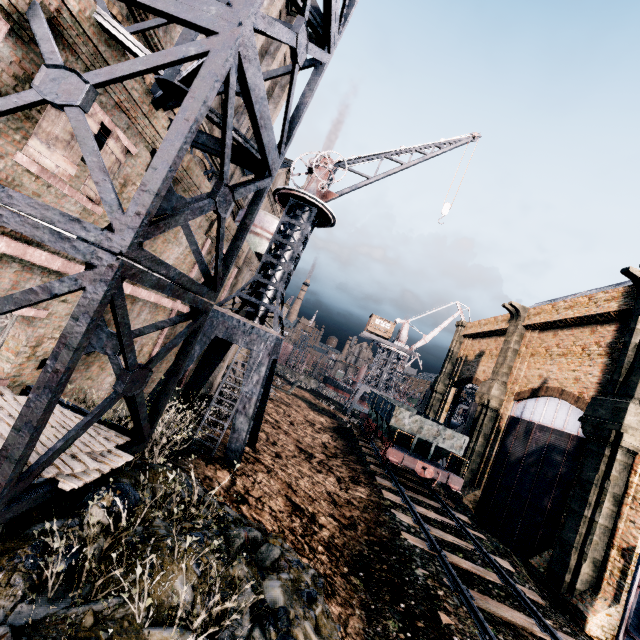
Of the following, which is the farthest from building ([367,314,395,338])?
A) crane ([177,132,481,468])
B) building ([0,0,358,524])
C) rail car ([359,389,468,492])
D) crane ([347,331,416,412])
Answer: crane ([177,132,481,468])

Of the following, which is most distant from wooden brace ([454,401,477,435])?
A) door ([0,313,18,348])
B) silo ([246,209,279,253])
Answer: door ([0,313,18,348])

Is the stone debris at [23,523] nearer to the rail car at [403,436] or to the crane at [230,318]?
the crane at [230,318]

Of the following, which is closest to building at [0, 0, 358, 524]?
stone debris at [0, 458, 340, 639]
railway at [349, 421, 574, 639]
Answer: stone debris at [0, 458, 340, 639]

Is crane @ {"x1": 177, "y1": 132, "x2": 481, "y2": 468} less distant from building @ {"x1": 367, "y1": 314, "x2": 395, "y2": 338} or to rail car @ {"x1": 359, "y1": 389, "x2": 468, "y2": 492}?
rail car @ {"x1": 359, "y1": 389, "x2": 468, "y2": 492}

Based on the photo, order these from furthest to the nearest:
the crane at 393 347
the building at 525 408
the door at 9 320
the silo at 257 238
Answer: the crane at 393 347 → the silo at 257 238 → the building at 525 408 → the door at 9 320

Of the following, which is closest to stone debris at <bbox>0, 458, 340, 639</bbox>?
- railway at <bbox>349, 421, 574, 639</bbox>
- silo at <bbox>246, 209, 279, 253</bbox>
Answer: railway at <bbox>349, 421, 574, 639</bbox>

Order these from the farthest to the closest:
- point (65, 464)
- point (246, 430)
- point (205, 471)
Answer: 1. point (246, 430)
2. point (205, 471)
3. point (65, 464)
